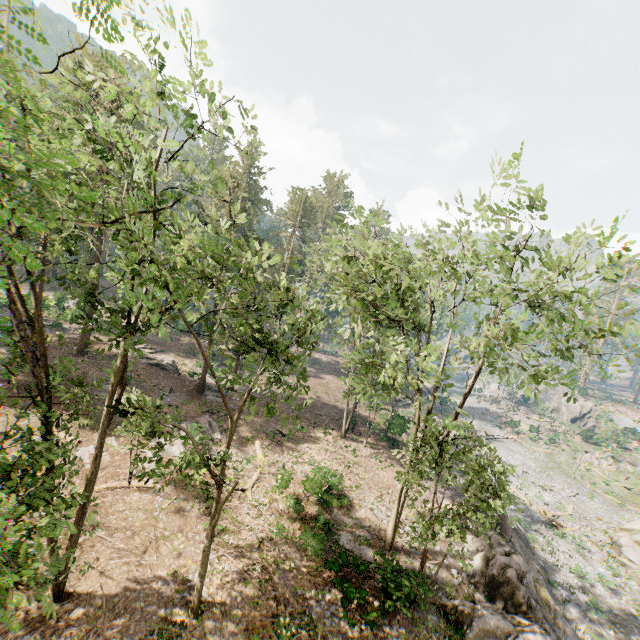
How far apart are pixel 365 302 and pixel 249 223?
41.51m

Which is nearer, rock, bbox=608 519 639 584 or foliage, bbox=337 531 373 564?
foliage, bbox=337 531 373 564

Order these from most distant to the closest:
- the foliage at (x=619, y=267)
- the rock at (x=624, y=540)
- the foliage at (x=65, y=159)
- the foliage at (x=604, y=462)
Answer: the foliage at (x=604, y=462) → the rock at (x=624, y=540) → the foliage at (x=619, y=267) → the foliage at (x=65, y=159)

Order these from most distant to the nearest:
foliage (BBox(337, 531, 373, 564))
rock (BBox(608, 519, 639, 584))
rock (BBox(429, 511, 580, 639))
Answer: rock (BBox(608, 519, 639, 584)), foliage (BBox(337, 531, 373, 564)), rock (BBox(429, 511, 580, 639))

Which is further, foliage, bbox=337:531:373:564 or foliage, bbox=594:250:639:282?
foliage, bbox=337:531:373:564

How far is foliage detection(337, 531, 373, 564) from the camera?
17.2 meters

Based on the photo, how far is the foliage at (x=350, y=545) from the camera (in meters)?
17.17
